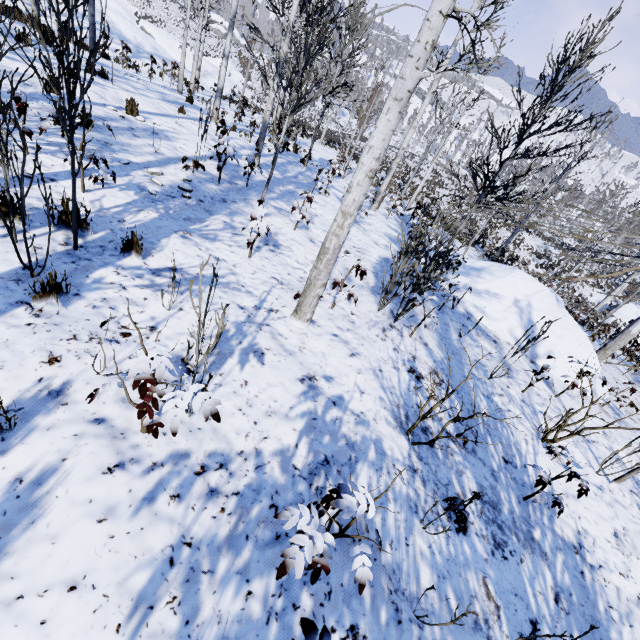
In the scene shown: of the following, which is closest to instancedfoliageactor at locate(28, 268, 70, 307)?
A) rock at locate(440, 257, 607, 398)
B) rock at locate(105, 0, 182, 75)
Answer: rock at locate(440, 257, 607, 398)

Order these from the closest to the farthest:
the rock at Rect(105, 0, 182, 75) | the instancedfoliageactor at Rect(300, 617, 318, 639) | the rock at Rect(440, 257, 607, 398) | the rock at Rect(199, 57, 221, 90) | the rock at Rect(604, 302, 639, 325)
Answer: the instancedfoliageactor at Rect(300, 617, 318, 639)
the rock at Rect(440, 257, 607, 398)
the rock at Rect(105, 0, 182, 75)
the rock at Rect(604, 302, 639, 325)
the rock at Rect(199, 57, 221, 90)

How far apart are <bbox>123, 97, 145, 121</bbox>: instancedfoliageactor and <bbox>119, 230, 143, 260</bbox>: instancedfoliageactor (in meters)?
5.76

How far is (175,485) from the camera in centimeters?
231cm

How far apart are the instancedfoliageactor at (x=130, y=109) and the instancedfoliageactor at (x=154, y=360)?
8.3 meters

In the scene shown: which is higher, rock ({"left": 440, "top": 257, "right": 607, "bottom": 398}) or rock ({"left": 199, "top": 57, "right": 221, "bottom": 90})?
rock ({"left": 440, "top": 257, "right": 607, "bottom": 398})

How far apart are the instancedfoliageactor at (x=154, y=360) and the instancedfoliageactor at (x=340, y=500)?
1.0m

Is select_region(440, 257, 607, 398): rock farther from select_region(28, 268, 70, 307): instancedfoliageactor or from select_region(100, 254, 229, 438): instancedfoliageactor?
select_region(28, 268, 70, 307): instancedfoliageactor
